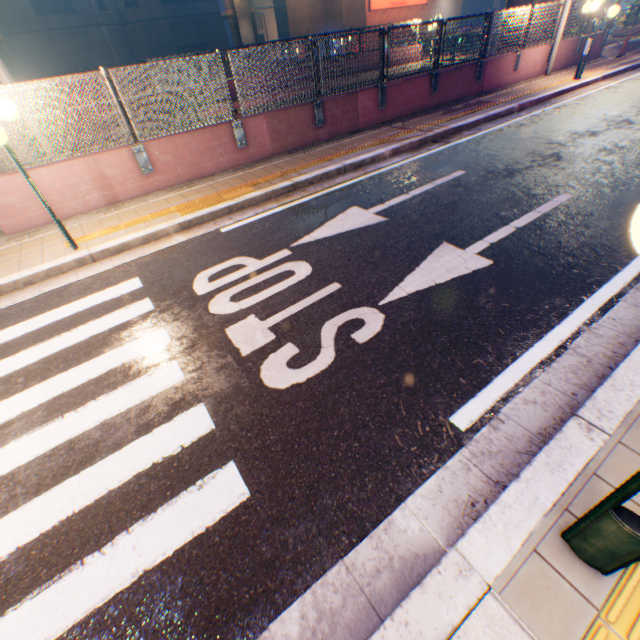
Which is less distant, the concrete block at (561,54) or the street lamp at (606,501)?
the street lamp at (606,501)

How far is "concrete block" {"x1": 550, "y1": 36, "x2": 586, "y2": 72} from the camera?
13.3m

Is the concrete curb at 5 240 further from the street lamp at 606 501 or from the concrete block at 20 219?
the street lamp at 606 501

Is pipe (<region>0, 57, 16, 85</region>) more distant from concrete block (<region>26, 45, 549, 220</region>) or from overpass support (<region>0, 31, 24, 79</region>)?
concrete block (<region>26, 45, 549, 220</region>)

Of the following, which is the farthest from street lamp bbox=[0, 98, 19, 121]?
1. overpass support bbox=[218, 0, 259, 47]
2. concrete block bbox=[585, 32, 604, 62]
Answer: overpass support bbox=[218, 0, 259, 47]

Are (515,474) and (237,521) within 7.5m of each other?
yes

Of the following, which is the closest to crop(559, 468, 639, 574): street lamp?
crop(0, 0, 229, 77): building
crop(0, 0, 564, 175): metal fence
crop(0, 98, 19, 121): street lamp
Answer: crop(0, 98, 19, 121): street lamp
